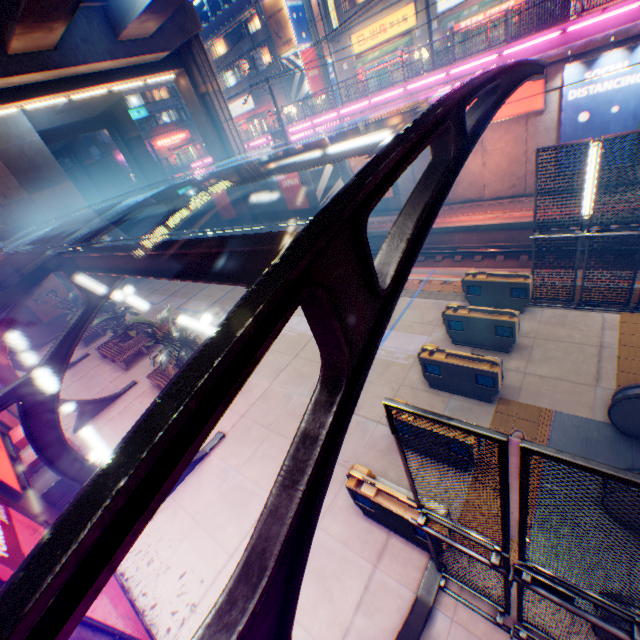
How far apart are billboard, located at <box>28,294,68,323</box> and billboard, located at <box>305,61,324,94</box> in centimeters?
2978cm

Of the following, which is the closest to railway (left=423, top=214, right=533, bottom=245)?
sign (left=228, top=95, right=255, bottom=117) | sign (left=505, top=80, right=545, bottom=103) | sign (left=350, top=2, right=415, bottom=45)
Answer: sign (left=505, top=80, right=545, bottom=103)

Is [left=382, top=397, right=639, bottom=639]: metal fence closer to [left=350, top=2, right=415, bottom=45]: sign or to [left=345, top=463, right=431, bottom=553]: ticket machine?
[left=345, top=463, right=431, bottom=553]: ticket machine

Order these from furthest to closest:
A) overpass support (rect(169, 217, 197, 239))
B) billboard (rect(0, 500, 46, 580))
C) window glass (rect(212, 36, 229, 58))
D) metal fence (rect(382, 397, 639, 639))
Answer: window glass (rect(212, 36, 229, 58))
overpass support (rect(169, 217, 197, 239))
billboard (rect(0, 500, 46, 580))
metal fence (rect(382, 397, 639, 639))

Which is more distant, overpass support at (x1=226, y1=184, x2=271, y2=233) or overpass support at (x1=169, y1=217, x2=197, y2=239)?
overpass support at (x1=169, y1=217, x2=197, y2=239)

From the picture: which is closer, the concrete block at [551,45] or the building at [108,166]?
the concrete block at [551,45]

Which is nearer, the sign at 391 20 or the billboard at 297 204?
the sign at 391 20

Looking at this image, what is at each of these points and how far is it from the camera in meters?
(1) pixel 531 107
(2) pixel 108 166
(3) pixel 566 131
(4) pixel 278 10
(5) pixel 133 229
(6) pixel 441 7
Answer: (1) sign, 14.9 m
(2) building, 45.5 m
(3) billboard, 14.3 m
(4) billboard, 31.1 m
(5) overpass support, 44.6 m
(6) sign, 22.7 m
